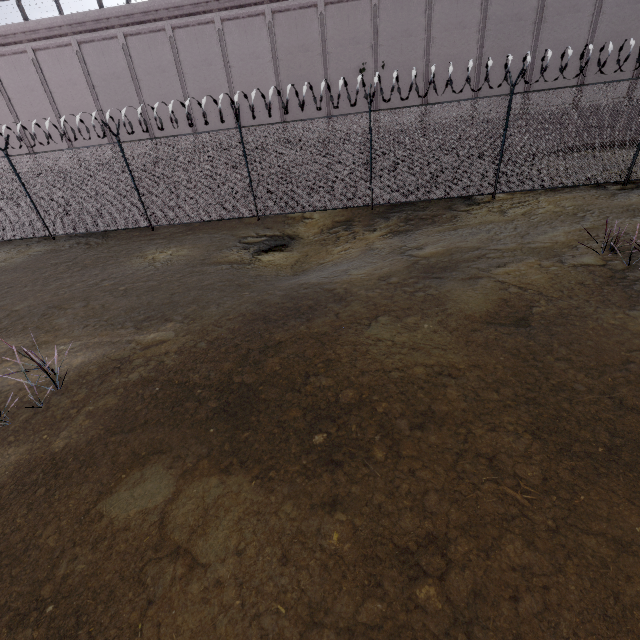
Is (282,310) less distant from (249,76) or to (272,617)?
(272,617)
